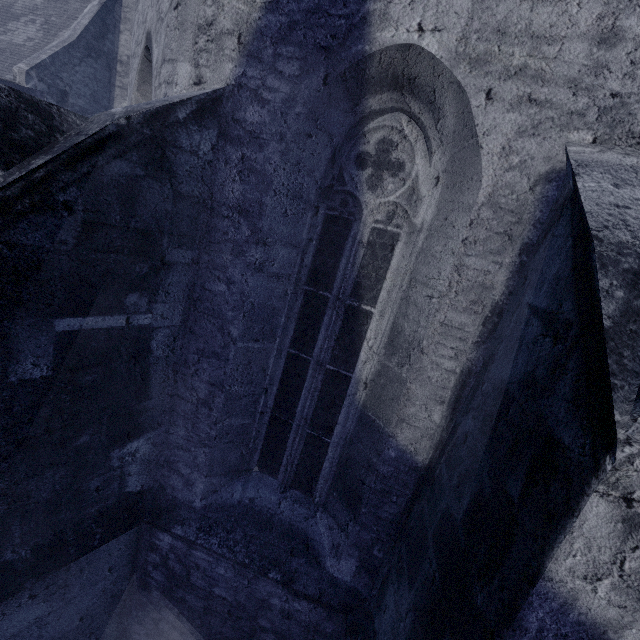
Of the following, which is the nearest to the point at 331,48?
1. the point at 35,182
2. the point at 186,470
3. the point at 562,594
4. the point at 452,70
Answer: the point at 452,70
